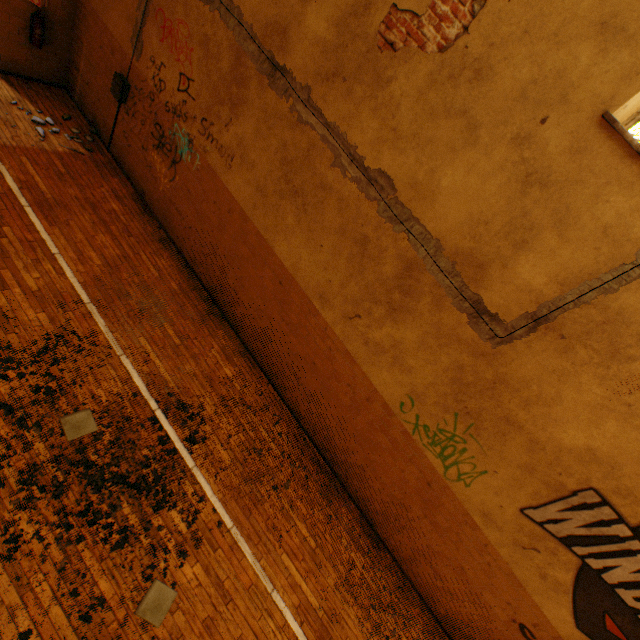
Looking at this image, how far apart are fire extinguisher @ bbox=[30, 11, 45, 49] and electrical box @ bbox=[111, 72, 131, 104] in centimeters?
167cm

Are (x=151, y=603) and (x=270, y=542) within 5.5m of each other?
yes

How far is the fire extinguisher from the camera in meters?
6.0 m

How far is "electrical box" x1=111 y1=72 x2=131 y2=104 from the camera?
6.02m

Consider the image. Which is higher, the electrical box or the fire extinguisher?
the electrical box

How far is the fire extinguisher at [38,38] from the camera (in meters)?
5.99

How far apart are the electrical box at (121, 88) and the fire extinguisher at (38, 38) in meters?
1.7
